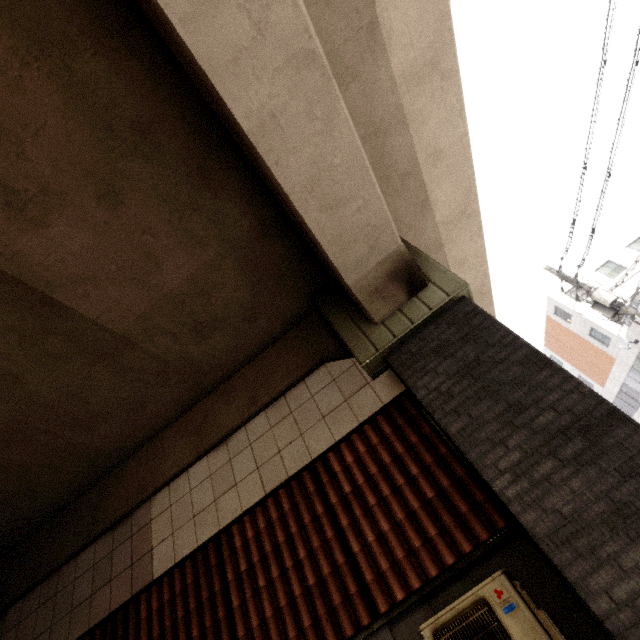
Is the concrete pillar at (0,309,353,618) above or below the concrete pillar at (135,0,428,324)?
above

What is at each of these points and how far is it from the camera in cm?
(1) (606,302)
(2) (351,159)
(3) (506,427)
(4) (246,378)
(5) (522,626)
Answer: (1) utility pole, 1124
(2) concrete pillar, 338
(3) concrete pillar, 325
(4) concrete pillar, 568
(5) air conditioner, 268

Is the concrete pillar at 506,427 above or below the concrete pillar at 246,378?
below

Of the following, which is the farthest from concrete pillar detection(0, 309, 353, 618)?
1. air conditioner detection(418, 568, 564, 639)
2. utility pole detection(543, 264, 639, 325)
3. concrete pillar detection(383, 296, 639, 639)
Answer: utility pole detection(543, 264, 639, 325)

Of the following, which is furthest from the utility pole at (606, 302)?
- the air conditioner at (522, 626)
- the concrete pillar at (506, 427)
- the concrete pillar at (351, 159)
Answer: the air conditioner at (522, 626)

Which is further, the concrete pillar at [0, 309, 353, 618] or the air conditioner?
the concrete pillar at [0, 309, 353, 618]

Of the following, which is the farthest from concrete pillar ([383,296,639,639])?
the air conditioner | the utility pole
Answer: the utility pole

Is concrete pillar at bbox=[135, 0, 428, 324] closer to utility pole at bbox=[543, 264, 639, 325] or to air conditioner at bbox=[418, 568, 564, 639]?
air conditioner at bbox=[418, 568, 564, 639]
